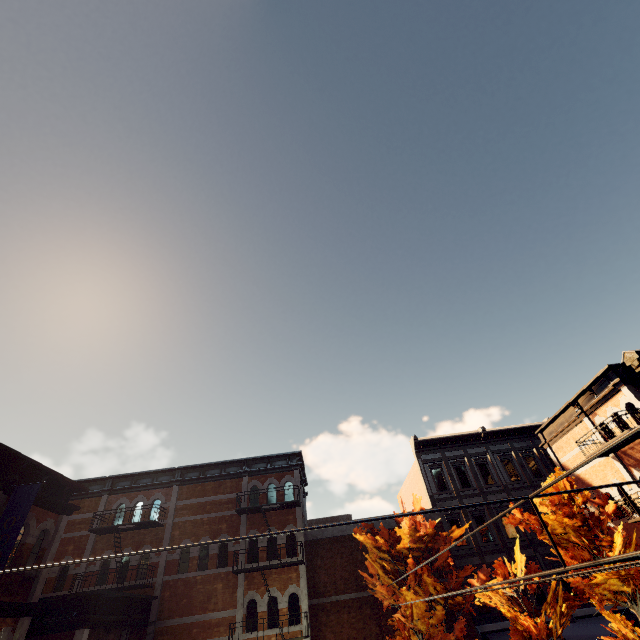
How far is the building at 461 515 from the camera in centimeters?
1967cm

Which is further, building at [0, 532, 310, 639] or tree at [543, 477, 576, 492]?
tree at [543, 477, 576, 492]

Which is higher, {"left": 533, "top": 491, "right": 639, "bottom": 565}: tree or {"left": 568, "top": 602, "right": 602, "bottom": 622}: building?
{"left": 533, "top": 491, "right": 639, "bottom": 565}: tree

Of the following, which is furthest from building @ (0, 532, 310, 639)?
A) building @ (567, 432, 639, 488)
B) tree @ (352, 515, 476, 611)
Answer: building @ (567, 432, 639, 488)

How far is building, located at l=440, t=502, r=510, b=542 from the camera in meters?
19.7 m

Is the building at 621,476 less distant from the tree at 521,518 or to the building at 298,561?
the tree at 521,518

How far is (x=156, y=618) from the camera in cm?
1480
